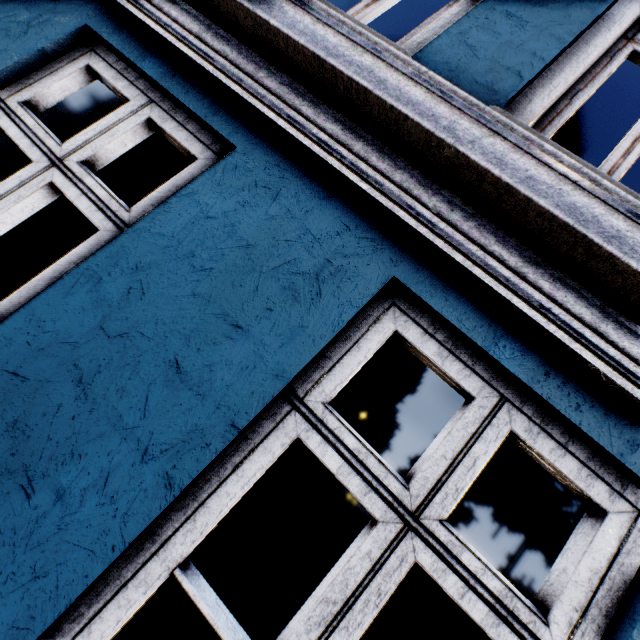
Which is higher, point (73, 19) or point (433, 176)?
point (433, 176)
